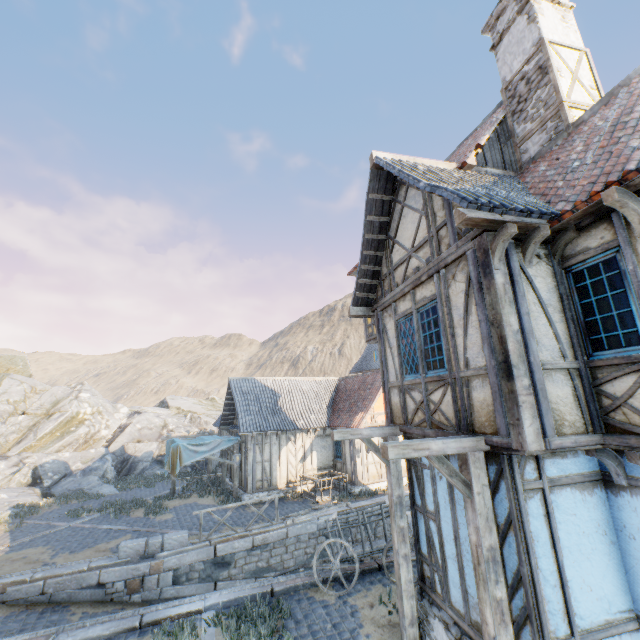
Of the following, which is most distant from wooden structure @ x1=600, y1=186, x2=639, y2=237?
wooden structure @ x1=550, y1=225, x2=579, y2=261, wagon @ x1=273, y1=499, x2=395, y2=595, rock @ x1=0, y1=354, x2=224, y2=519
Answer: wagon @ x1=273, y1=499, x2=395, y2=595

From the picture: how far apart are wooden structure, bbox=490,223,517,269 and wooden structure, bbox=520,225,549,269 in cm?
36

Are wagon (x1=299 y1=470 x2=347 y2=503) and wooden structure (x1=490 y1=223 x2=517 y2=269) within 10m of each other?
no

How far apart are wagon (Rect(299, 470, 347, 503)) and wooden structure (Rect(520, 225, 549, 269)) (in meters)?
14.28

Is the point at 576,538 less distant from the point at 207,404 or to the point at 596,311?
the point at 596,311

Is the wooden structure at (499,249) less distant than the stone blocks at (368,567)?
Answer: Yes

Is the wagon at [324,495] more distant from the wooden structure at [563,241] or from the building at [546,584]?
the wooden structure at [563,241]

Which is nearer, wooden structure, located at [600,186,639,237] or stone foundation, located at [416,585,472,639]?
wooden structure, located at [600,186,639,237]
